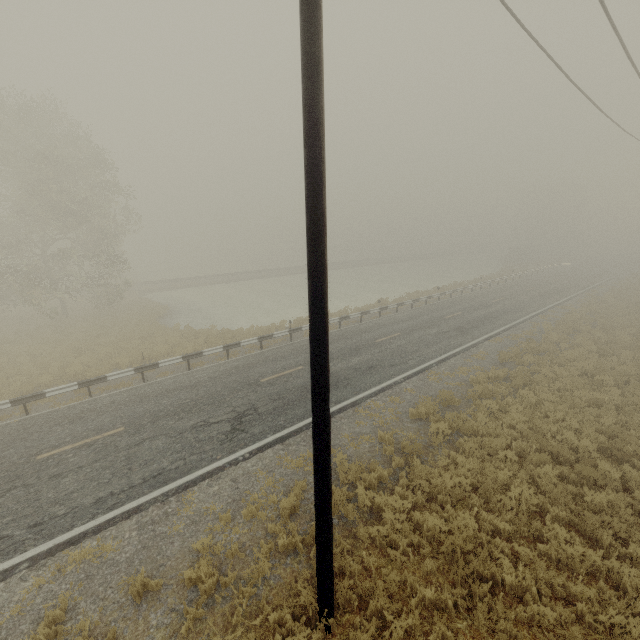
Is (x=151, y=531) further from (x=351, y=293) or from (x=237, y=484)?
(x=351, y=293)

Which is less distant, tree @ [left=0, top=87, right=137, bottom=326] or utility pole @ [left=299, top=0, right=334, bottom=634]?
utility pole @ [left=299, top=0, right=334, bottom=634]

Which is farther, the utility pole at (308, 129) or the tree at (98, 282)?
the tree at (98, 282)
